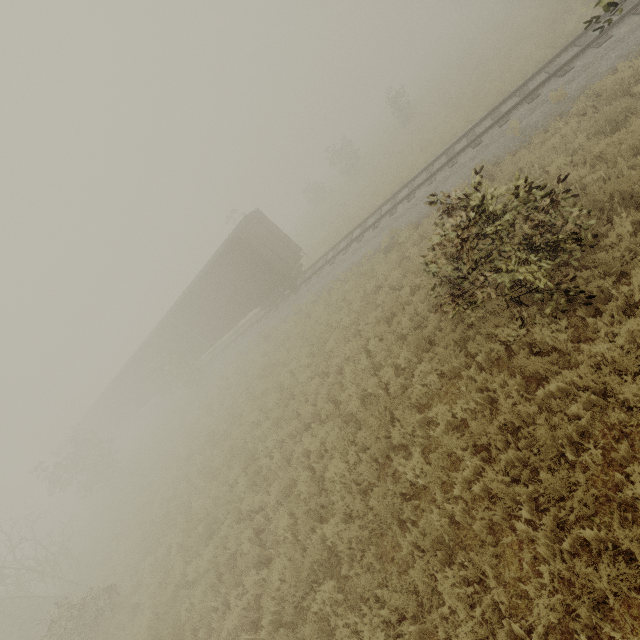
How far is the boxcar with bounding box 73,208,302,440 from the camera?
17.95m

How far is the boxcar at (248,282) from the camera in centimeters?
1795cm

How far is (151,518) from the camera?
14.41m
